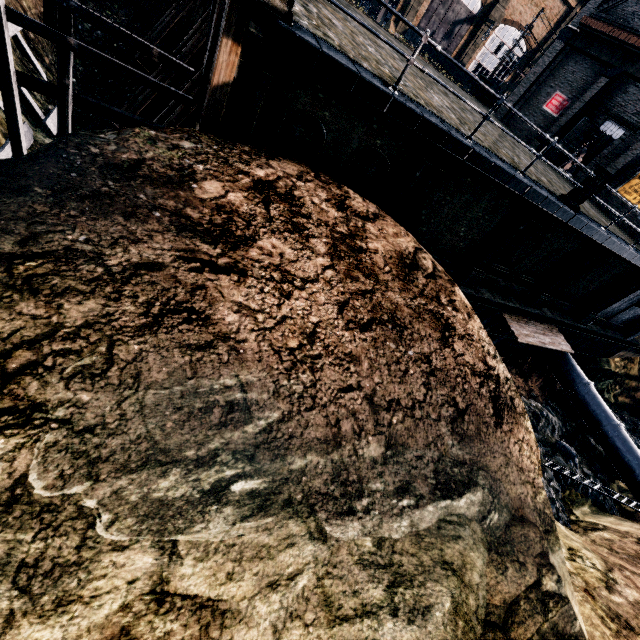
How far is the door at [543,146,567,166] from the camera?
23.44m

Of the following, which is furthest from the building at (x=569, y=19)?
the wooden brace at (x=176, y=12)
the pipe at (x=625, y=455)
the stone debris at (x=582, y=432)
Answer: the wooden brace at (x=176, y=12)

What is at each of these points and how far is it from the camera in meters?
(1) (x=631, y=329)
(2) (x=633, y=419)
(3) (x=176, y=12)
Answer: (1) building, 24.1 m
(2) stone debris, 28.3 m
(3) wooden brace, 16.8 m

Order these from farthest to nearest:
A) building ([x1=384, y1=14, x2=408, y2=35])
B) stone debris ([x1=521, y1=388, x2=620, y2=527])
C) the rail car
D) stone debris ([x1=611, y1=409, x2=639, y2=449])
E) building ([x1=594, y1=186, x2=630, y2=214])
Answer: building ([x1=384, y1=14, x2=408, y2=35]), the rail car, stone debris ([x1=611, y1=409, x2=639, y2=449]), building ([x1=594, y1=186, x2=630, y2=214]), stone debris ([x1=521, y1=388, x2=620, y2=527])

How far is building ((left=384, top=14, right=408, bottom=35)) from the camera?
46.84m

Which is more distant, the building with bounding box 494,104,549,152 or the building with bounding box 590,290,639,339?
the building with bounding box 494,104,549,152

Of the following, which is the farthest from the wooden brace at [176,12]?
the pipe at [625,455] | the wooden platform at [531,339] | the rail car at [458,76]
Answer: the rail car at [458,76]

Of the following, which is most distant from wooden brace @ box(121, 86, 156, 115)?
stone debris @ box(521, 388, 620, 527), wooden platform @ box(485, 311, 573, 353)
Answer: wooden platform @ box(485, 311, 573, 353)
